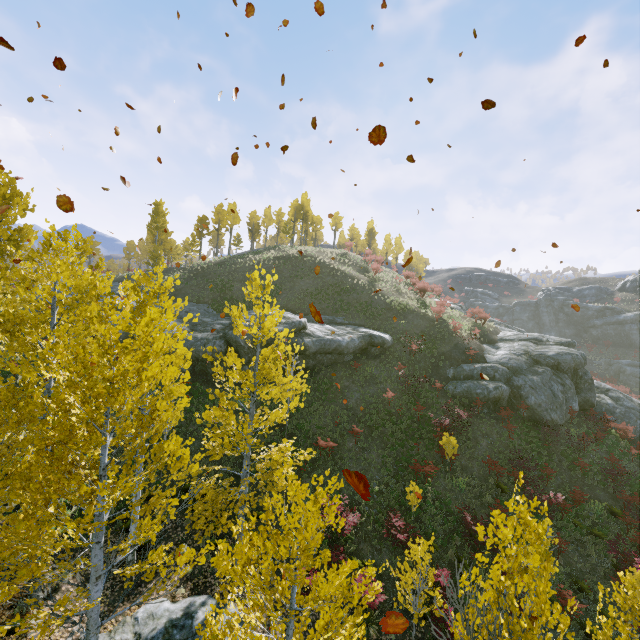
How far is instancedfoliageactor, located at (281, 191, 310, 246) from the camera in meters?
56.3

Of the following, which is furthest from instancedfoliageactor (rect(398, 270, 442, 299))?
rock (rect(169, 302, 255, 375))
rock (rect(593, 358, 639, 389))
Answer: rock (rect(593, 358, 639, 389))

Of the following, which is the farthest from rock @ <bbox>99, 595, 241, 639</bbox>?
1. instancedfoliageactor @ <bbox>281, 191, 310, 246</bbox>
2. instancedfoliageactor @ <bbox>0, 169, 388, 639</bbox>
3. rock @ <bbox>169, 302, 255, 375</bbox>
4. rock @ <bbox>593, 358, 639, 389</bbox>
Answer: rock @ <bbox>593, 358, 639, 389</bbox>

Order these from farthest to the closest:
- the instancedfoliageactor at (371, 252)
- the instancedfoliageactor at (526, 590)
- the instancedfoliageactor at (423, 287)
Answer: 1. the instancedfoliageactor at (371, 252)
2. the instancedfoliageactor at (423, 287)
3. the instancedfoliageactor at (526, 590)

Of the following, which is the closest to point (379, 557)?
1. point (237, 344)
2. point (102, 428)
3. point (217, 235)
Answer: point (102, 428)

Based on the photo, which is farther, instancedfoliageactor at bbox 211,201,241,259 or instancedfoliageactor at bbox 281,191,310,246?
instancedfoliageactor at bbox 281,191,310,246

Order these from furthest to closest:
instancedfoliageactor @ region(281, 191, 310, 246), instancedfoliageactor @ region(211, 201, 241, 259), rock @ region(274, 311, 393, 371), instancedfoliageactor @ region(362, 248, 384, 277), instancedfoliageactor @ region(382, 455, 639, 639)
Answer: instancedfoliageactor @ region(281, 191, 310, 246) < instancedfoliageactor @ region(211, 201, 241, 259) < instancedfoliageactor @ region(362, 248, 384, 277) < rock @ region(274, 311, 393, 371) < instancedfoliageactor @ region(382, 455, 639, 639)

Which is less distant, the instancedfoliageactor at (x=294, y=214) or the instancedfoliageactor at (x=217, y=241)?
the instancedfoliageactor at (x=217, y=241)
